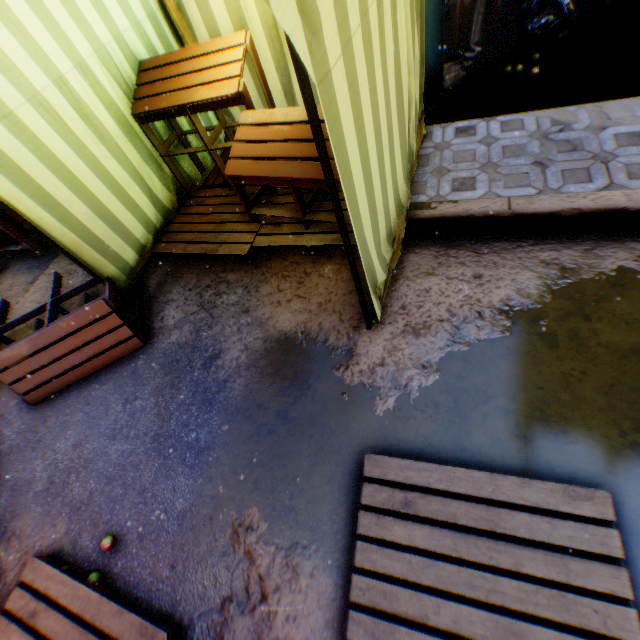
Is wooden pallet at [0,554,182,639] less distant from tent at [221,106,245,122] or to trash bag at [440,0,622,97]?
tent at [221,106,245,122]

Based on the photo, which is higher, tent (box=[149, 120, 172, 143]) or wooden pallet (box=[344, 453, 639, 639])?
tent (box=[149, 120, 172, 143])

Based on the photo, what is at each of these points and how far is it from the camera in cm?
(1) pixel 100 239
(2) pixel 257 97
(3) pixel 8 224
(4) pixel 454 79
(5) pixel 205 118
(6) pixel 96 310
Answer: (1) tent, 301
(2) tent, 389
(3) table, 390
(4) trash bag, 357
(5) tent, 406
(6) table, 288

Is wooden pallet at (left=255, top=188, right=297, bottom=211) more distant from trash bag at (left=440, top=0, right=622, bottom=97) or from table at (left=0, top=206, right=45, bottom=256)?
trash bag at (left=440, top=0, right=622, bottom=97)

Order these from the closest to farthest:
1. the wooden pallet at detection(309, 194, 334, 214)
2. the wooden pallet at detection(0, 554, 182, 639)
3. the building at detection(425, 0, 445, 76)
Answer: the wooden pallet at detection(0, 554, 182, 639) < the wooden pallet at detection(309, 194, 334, 214) < the building at detection(425, 0, 445, 76)

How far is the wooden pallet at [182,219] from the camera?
2.9 meters

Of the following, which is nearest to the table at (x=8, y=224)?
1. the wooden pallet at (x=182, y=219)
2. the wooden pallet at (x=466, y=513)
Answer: the wooden pallet at (x=182, y=219)

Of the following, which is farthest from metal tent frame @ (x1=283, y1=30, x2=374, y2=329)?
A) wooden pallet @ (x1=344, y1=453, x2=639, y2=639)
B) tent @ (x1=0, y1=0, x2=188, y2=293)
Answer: wooden pallet @ (x1=344, y1=453, x2=639, y2=639)
